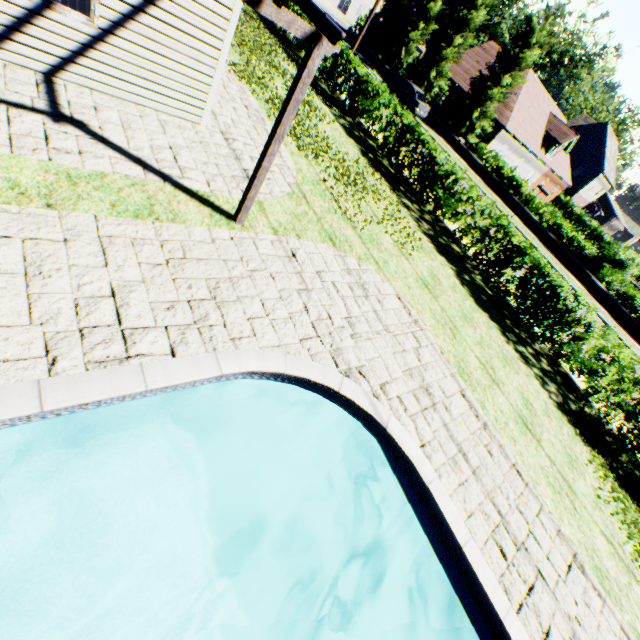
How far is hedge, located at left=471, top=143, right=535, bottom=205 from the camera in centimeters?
2445cm

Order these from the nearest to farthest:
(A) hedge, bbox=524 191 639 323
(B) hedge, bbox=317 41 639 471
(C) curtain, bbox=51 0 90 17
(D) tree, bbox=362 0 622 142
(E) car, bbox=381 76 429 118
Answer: (C) curtain, bbox=51 0 90 17, (B) hedge, bbox=317 41 639 471, (A) hedge, bbox=524 191 639 323, (D) tree, bbox=362 0 622 142, (E) car, bbox=381 76 429 118

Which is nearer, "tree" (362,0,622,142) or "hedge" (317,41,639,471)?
"hedge" (317,41,639,471)

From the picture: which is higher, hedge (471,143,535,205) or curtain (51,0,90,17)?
hedge (471,143,535,205)

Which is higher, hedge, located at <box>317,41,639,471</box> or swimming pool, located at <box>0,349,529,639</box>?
hedge, located at <box>317,41,639,471</box>

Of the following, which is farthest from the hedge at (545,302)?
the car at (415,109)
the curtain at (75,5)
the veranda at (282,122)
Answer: the curtain at (75,5)

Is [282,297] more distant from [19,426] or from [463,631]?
[463,631]

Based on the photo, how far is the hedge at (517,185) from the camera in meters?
24.5 m
